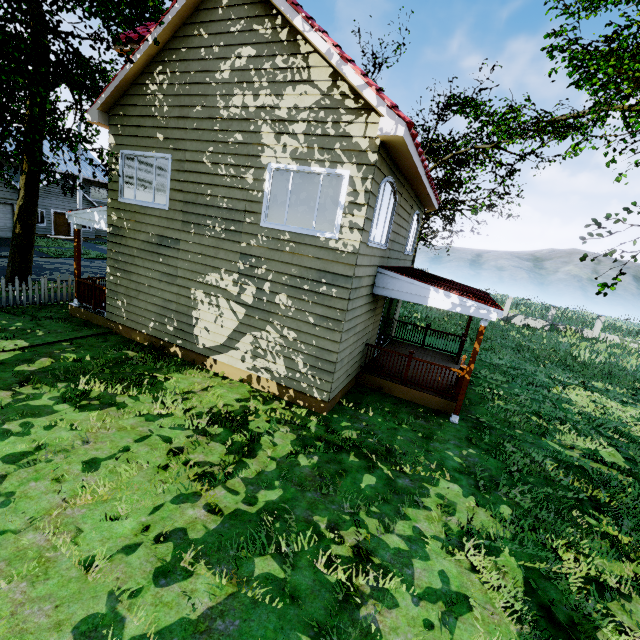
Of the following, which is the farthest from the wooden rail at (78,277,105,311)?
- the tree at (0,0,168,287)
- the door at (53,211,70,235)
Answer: the door at (53,211,70,235)

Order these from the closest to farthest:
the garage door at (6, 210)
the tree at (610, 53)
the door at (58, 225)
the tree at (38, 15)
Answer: the tree at (38, 15)
the tree at (610, 53)
the garage door at (6, 210)
the door at (58, 225)

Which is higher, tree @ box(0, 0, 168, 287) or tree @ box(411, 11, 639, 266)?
tree @ box(411, 11, 639, 266)

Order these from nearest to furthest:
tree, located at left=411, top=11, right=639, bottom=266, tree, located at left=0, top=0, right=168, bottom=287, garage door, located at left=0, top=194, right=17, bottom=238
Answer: tree, located at left=0, top=0, right=168, bottom=287 < tree, located at left=411, top=11, right=639, bottom=266 < garage door, located at left=0, top=194, right=17, bottom=238

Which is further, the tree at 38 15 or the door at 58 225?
the door at 58 225

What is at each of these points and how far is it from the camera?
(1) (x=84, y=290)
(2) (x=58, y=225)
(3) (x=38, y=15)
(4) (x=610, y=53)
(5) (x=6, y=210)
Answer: (1) wooden rail, 11.0m
(2) door, 29.8m
(3) tree, 8.2m
(4) tree, 15.5m
(5) garage door, 22.5m

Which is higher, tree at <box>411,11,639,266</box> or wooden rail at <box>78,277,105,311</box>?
tree at <box>411,11,639,266</box>

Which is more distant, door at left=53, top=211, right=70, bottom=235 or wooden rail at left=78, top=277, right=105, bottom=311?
door at left=53, top=211, right=70, bottom=235
